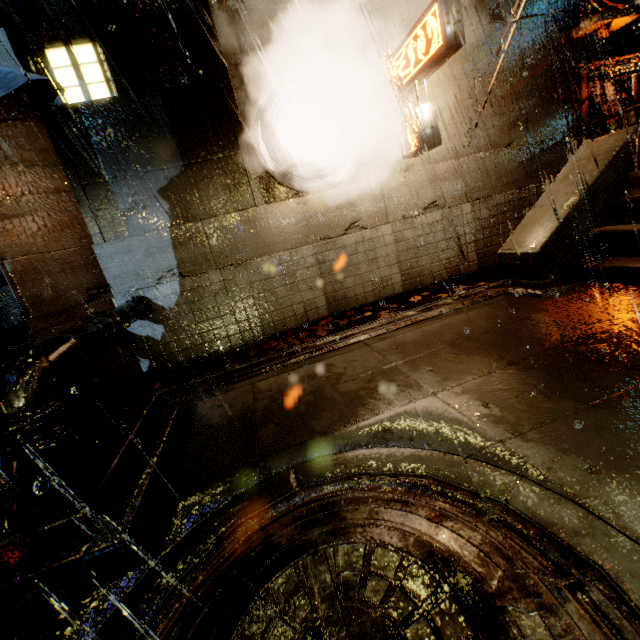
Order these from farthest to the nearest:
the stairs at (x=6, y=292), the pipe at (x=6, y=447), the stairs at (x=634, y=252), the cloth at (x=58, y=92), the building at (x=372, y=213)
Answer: the stairs at (x=6, y=292) → the building at (x=372, y=213) → the cloth at (x=58, y=92) → the stairs at (x=634, y=252) → the pipe at (x=6, y=447)

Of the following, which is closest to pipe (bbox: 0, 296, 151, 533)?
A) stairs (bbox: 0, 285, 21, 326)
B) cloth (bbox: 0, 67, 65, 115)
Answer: cloth (bbox: 0, 67, 65, 115)

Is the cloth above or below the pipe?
above

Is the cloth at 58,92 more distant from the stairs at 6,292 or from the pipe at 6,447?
the stairs at 6,292

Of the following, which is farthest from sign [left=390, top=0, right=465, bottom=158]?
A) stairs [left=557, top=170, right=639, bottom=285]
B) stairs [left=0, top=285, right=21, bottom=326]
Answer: stairs [left=0, top=285, right=21, bottom=326]

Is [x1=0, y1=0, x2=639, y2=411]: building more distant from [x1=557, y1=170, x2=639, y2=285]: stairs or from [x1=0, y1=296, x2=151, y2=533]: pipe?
[x1=557, y1=170, x2=639, y2=285]: stairs

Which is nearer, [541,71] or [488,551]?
[488,551]

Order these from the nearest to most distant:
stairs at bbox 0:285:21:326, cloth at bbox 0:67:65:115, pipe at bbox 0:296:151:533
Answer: pipe at bbox 0:296:151:533, cloth at bbox 0:67:65:115, stairs at bbox 0:285:21:326
